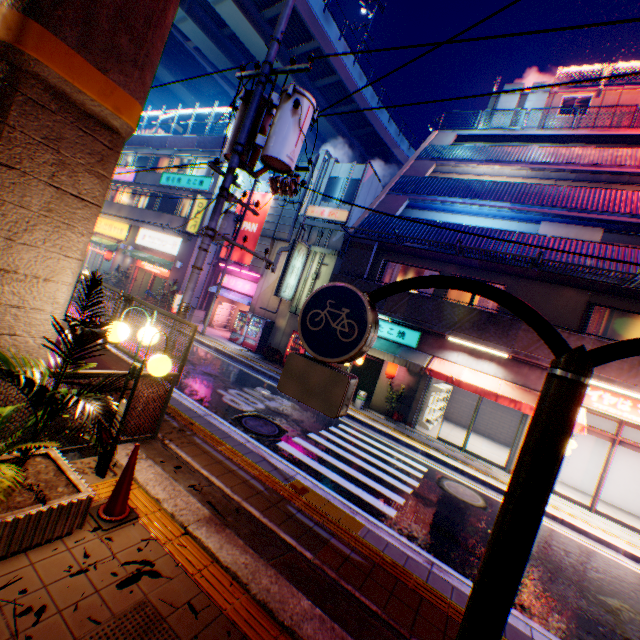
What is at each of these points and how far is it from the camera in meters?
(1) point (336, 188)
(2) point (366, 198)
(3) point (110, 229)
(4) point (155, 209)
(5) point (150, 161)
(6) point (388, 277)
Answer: (1) window, 19.3 m
(2) building, 19.2 m
(3) sign, 27.2 m
(4) building, 24.6 m
(5) building, 26.0 m
(6) curtain, 15.5 m

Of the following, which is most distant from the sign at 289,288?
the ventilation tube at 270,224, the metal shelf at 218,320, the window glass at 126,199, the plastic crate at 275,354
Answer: the window glass at 126,199

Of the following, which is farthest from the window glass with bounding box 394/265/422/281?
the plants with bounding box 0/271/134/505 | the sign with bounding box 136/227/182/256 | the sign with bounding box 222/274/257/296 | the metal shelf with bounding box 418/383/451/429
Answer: the sign with bounding box 136/227/182/256

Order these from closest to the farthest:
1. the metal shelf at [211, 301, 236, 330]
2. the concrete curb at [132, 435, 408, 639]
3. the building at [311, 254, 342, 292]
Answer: the concrete curb at [132, 435, 408, 639], the building at [311, 254, 342, 292], the metal shelf at [211, 301, 236, 330]

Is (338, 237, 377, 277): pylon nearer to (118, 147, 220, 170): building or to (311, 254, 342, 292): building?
(311, 254, 342, 292): building

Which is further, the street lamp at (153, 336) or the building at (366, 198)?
the building at (366, 198)

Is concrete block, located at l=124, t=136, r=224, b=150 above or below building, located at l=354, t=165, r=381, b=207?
above

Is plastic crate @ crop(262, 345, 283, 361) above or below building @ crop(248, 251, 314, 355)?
below
